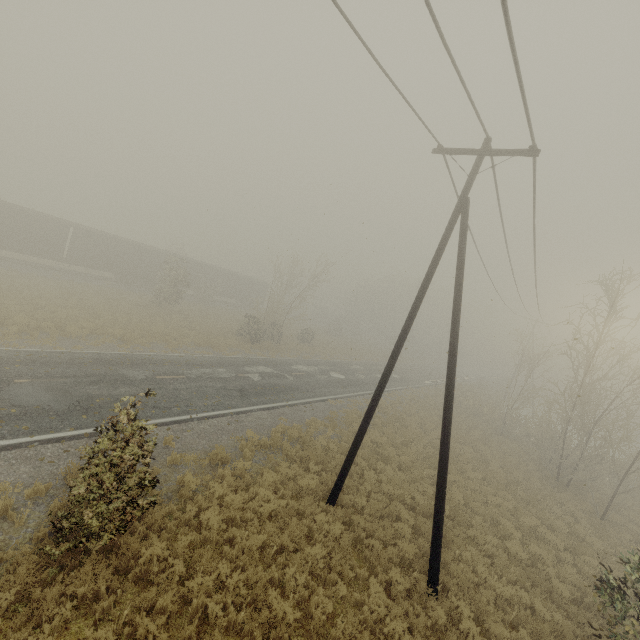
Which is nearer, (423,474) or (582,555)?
(582,555)

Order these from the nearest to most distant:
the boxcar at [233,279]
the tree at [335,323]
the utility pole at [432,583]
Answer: the utility pole at [432,583]
the boxcar at [233,279]
the tree at [335,323]

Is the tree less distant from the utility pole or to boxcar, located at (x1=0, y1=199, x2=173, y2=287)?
boxcar, located at (x1=0, y1=199, x2=173, y2=287)

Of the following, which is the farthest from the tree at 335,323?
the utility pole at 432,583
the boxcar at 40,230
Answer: the utility pole at 432,583

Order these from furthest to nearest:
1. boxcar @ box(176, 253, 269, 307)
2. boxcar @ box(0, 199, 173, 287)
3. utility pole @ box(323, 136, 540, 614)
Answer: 1. boxcar @ box(176, 253, 269, 307)
2. boxcar @ box(0, 199, 173, 287)
3. utility pole @ box(323, 136, 540, 614)
